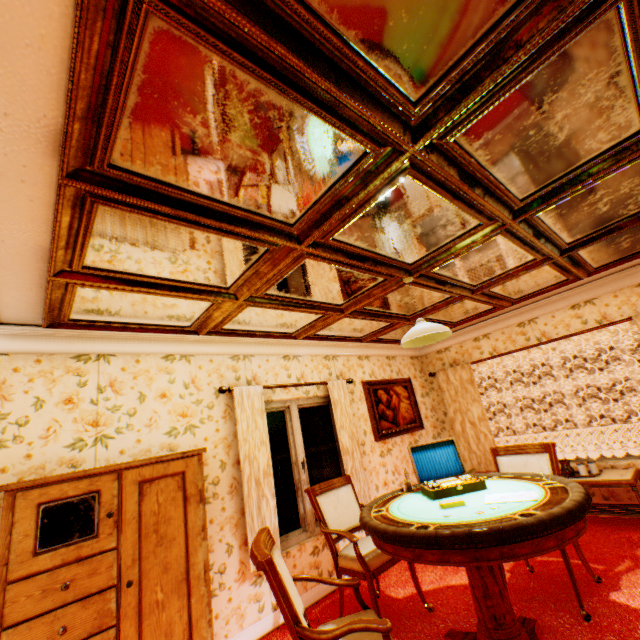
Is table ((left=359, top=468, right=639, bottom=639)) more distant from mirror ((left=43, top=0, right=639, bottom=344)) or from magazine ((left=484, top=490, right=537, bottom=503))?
mirror ((left=43, top=0, right=639, bottom=344))

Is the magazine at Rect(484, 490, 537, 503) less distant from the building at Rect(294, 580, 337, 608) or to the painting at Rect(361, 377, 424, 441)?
the building at Rect(294, 580, 337, 608)

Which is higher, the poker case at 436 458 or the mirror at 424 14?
the mirror at 424 14

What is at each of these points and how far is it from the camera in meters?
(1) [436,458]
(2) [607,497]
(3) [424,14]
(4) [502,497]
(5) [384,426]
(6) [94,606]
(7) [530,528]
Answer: (1) poker case, 3.1 m
(2) building, 4.6 m
(3) mirror, 1.2 m
(4) magazine, 2.3 m
(5) painting, 5.5 m
(6) cabinet, 2.1 m
(7) table, 1.8 m

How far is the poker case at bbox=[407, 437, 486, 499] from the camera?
2.6 meters

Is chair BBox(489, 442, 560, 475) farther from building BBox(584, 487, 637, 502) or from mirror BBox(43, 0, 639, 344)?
mirror BBox(43, 0, 639, 344)

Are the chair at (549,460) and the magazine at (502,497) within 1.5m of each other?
yes

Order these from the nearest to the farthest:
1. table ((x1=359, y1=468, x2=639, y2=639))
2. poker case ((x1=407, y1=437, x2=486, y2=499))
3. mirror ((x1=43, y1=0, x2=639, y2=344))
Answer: mirror ((x1=43, y1=0, x2=639, y2=344))
table ((x1=359, y1=468, x2=639, y2=639))
poker case ((x1=407, y1=437, x2=486, y2=499))
